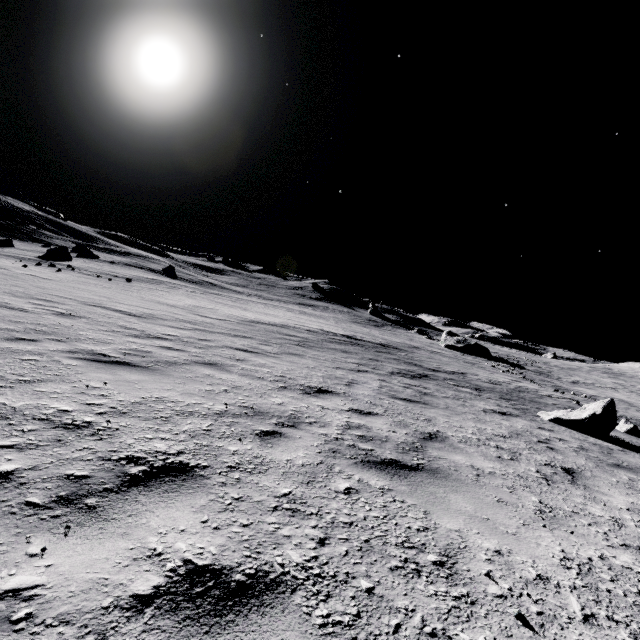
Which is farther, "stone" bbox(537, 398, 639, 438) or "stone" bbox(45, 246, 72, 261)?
"stone" bbox(45, 246, 72, 261)

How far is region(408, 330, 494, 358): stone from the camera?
41.8m

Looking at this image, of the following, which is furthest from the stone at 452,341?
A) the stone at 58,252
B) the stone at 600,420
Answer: the stone at 58,252

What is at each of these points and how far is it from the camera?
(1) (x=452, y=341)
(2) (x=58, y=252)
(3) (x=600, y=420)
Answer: (1) stone, 44.0 meters
(2) stone, 28.5 meters
(3) stone, 8.9 meters

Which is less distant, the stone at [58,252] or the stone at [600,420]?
the stone at [600,420]

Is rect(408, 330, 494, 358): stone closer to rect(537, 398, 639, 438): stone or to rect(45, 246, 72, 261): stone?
rect(537, 398, 639, 438): stone

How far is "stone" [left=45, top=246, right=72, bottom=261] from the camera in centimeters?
2834cm
